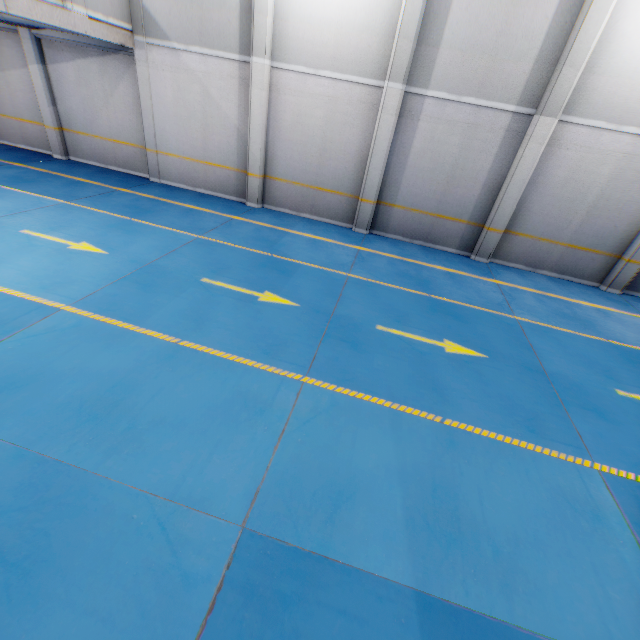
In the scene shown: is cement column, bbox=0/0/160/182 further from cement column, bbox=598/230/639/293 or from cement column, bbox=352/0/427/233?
cement column, bbox=598/230/639/293

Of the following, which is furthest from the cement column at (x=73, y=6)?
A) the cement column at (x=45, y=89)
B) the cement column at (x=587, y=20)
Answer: the cement column at (x=587, y=20)

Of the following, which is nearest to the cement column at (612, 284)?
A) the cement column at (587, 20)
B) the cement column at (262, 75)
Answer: the cement column at (587, 20)

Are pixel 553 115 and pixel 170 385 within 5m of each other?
no

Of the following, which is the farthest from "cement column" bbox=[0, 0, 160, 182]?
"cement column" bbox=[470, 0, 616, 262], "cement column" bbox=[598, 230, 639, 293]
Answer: "cement column" bbox=[598, 230, 639, 293]

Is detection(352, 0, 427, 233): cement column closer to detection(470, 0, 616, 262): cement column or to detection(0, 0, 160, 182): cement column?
detection(470, 0, 616, 262): cement column

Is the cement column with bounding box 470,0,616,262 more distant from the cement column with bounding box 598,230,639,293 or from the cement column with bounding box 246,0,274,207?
the cement column with bounding box 246,0,274,207

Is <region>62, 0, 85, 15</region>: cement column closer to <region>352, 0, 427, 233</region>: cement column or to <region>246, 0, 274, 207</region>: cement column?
<region>246, 0, 274, 207</region>: cement column
